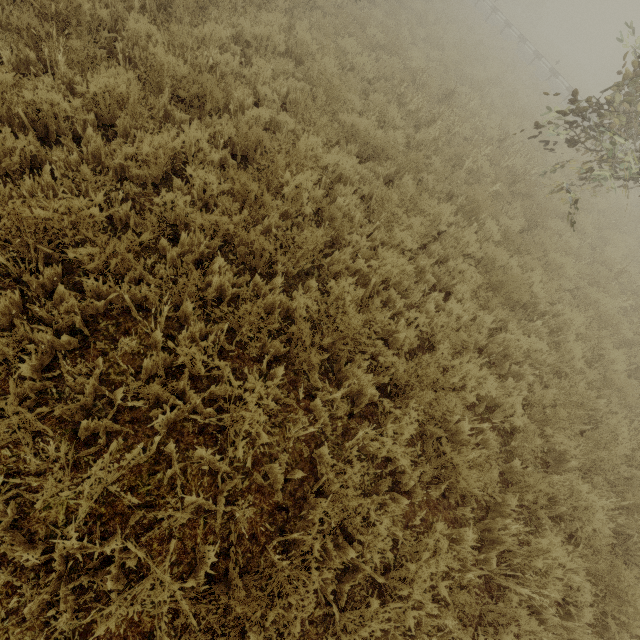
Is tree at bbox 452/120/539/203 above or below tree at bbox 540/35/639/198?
below

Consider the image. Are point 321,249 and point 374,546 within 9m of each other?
yes

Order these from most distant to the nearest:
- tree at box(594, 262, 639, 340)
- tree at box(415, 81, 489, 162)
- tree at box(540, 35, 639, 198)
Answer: tree at box(415, 81, 489, 162), tree at box(594, 262, 639, 340), tree at box(540, 35, 639, 198)

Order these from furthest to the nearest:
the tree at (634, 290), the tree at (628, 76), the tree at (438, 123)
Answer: the tree at (438, 123) → the tree at (634, 290) → the tree at (628, 76)

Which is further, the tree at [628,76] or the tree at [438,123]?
the tree at [438,123]

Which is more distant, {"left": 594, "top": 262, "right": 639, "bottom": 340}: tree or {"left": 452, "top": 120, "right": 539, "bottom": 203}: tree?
{"left": 452, "top": 120, "right": 539, "bottom": 203}: tree

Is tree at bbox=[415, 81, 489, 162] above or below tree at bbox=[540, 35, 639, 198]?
below
